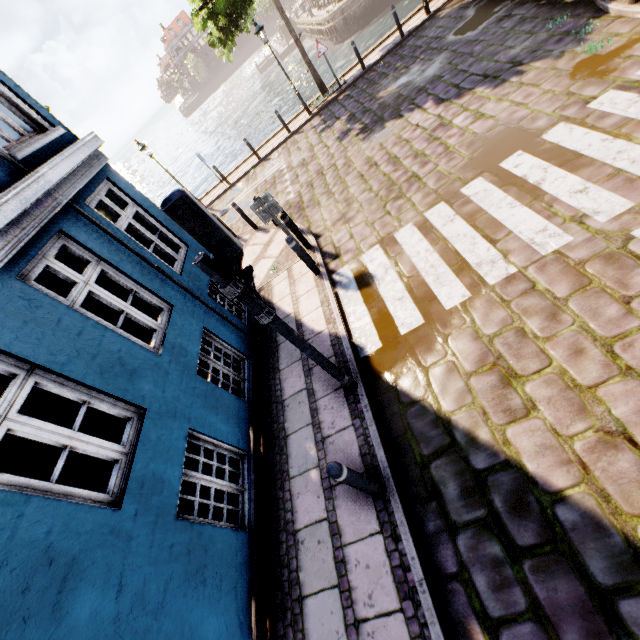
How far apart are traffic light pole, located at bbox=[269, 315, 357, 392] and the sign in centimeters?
351cm

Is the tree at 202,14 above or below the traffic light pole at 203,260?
above

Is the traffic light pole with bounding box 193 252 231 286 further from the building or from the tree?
the tree

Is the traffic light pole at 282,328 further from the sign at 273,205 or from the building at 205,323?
the sign at 273,205

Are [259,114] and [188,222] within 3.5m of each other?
no

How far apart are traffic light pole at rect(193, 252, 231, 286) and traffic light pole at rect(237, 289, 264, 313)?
0.2m

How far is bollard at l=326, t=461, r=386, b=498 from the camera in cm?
313

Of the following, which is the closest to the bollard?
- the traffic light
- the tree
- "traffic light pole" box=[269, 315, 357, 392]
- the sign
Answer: "traffic light pole" box=[269, 315, 357, 392]
